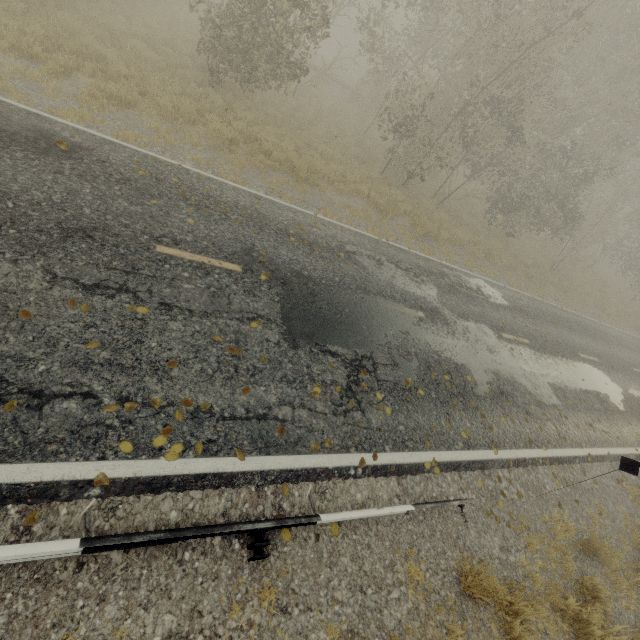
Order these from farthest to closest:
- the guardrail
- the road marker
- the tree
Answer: the road marker → the tree → the guardrail

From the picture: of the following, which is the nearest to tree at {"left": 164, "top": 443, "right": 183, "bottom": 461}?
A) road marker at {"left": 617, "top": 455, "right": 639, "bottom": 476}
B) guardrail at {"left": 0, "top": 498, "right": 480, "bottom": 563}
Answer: guardrail at {"left": 0, "top": 498, "right": 480, "bottom": 563}

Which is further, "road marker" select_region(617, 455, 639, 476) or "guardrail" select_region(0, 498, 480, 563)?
"road marker" select_region(617, 455, 639, 476)

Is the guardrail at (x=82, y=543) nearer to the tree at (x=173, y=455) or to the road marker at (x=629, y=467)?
the tree at (x=173, y=455)

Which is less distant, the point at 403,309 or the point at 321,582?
the point at 321,582

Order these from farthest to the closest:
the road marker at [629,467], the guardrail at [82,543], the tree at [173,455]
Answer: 1. the road marker at [629,467]
2. the tree at [173,455]
3. the guardrail at [82,543]

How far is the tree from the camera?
3.7 meters
